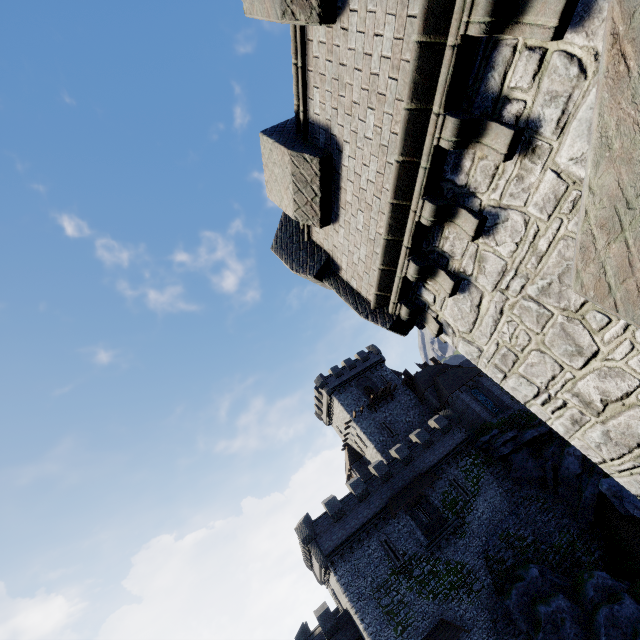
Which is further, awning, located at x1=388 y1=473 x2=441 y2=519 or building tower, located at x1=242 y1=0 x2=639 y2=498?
awning, located at x1=388 y1=473 x2=441 y2=519

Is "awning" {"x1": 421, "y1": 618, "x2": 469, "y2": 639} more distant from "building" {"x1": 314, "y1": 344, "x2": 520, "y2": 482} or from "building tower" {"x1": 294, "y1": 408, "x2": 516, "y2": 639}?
"building" {"x1": 314, "y1": 344, "x2": 520, "y2": 482}

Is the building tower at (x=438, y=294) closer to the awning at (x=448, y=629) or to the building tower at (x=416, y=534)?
the building tower at (x=416, y=534)

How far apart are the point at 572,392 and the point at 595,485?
35.6m

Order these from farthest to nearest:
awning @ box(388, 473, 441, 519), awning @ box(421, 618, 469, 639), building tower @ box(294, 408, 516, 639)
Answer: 1. awning @ box(388, 473, 441, 519)
2. building tower @ box(294, 408, 516, 639)
3. awning @ box(421, 618, 469, 639)

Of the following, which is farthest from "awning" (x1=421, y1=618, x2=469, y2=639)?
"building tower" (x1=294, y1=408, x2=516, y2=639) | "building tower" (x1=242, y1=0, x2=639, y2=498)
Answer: "building tower" (x1=242, y1=0, x2=639, y2=498)

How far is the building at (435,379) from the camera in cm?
3950

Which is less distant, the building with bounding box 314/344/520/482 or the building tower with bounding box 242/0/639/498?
the building tower with bounding box 242/0/639/498
